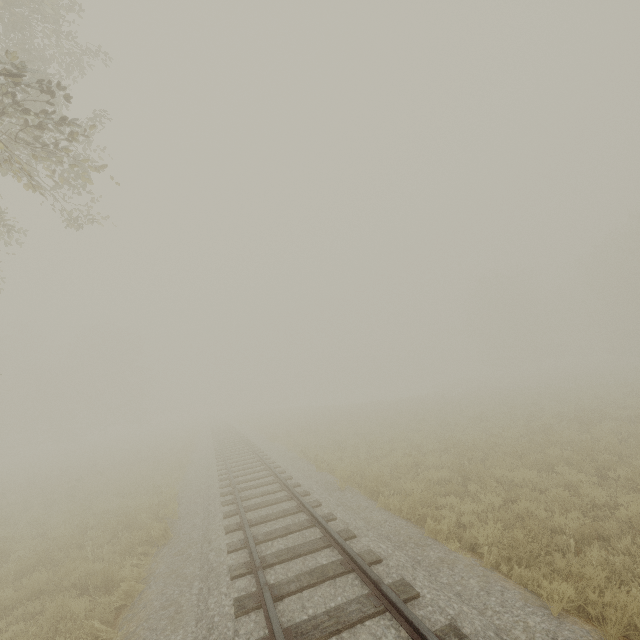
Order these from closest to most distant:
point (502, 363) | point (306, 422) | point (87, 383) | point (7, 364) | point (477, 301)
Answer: point (306, 422), point (87, 383), point (7, 364), point (477, 301), point (502, 363)
